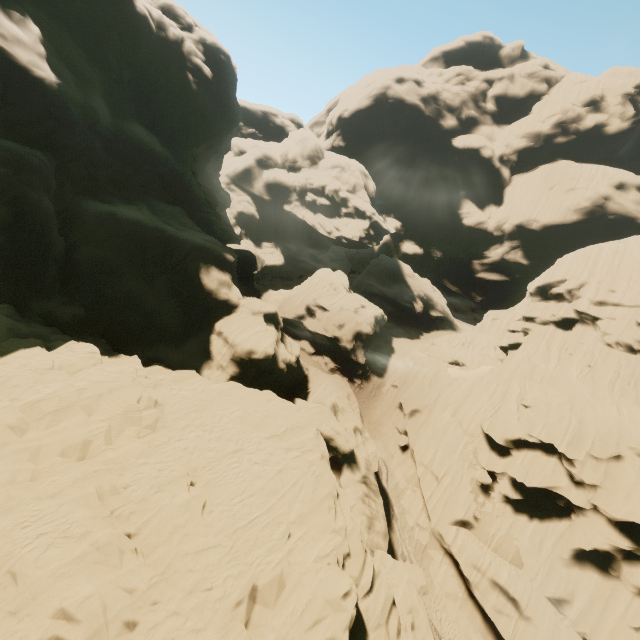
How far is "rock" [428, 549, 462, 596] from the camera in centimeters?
2705cm

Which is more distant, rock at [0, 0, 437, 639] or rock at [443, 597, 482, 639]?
rock at [443, 597, 482, 639]

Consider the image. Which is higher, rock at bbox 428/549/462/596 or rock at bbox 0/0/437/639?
rock at bbox 0/0/437/639

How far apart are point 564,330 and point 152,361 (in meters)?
49.45

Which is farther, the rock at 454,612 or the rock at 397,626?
the rock at 454,612

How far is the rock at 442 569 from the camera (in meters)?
27.05

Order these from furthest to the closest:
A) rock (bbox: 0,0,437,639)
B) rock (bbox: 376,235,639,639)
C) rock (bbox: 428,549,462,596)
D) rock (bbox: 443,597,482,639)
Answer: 1. rock (bbox: 428,549,462,596)
2. rock (bbox: 443,597,482,639)
3. rock (bbox: 376,235,639,639)
4. rock (bbox: 0,0,437,639)
